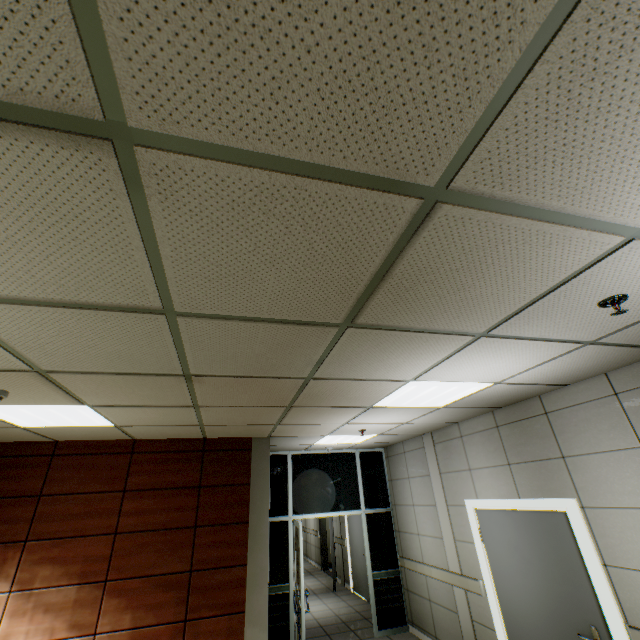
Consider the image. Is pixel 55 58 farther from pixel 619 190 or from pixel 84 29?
pixel 619 190

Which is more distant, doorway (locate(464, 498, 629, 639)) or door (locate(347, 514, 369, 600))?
door (locate(347, 514, 369, 600))

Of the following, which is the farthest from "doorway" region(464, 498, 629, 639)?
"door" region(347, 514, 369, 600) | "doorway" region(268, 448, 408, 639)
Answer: "door" region(347, 514, 369, 600)

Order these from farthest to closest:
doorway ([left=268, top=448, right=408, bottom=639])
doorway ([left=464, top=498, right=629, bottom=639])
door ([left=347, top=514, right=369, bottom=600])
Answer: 1. door ([left=347, top=514, right=369, bottom=600])
2. doorway ([left=268, top=448, right=408, bottom=639])
3. doorway ([left=464, top=498, right=629, bottom=639])

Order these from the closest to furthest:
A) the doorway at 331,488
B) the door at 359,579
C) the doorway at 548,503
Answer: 1. the doorway at 548,503
2. the doorway at 331,488
3. the door at 359,579

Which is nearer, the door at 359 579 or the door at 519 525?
the door at 519 525

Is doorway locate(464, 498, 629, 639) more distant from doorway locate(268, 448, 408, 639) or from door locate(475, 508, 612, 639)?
doorway locate(268, 448, 408, 639)

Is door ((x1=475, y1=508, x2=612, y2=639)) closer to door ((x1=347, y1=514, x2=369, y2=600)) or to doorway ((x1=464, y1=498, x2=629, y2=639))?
doorway ((x1=464, y1=498, x2=629, y2=639))
